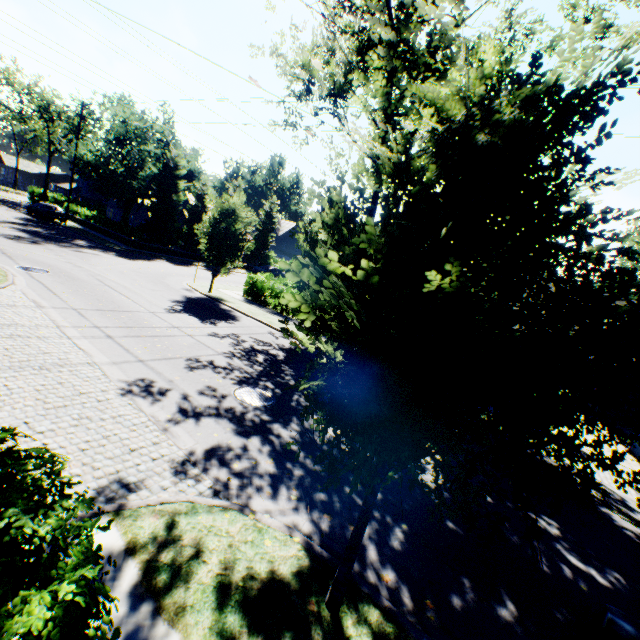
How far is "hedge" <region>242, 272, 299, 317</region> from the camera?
20.6 meters

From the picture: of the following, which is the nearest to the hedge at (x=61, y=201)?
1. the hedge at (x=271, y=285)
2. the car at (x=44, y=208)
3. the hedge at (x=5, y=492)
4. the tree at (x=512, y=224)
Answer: the tree at (x=512, y=224)

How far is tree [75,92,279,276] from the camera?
19.5 meters

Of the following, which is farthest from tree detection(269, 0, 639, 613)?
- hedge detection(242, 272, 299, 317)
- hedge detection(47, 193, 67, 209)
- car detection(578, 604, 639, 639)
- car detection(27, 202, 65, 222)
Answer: car detection(27, 202, 65, 222)

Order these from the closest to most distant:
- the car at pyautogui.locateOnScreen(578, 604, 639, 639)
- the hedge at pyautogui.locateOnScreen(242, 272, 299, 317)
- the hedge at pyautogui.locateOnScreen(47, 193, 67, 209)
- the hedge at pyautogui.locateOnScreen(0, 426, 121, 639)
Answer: the hedge at pyautogui.locateOnScreen(0, 426, 121, 639), the car at pyautogui.locateOnScreen(578, 604, 639, 639), the hedge at pyautogui.locateOnScreen(242, 272, 299, 317), the hedge at pyautogui.locateOnScreen(47, 193, 67, 209)

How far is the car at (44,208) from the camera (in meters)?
32.50

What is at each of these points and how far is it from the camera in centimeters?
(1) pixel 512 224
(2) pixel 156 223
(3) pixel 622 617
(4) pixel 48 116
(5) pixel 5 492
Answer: (1) tree, 344cm
(2) tree, 3372cm
(3) car, 367cm
(4) tree, 4781cm
(5) hedge, 246cm

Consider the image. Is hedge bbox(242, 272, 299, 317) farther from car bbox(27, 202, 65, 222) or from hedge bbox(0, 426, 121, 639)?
car bbox(27, 202, 65, 222)
